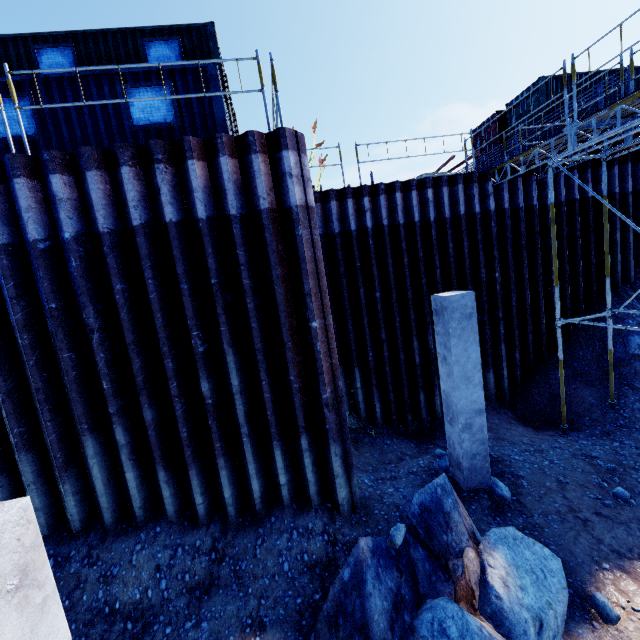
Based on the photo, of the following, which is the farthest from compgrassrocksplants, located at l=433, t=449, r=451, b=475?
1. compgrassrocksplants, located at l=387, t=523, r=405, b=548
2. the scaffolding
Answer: compgrassrocksplants, located at l=387, t=523, r=405, b=548

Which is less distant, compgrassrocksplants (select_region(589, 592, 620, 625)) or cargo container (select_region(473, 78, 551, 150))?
compgrassrocksplants (select_region(589, 592, 620, 625))

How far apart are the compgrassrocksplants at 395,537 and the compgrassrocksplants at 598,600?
2.8m

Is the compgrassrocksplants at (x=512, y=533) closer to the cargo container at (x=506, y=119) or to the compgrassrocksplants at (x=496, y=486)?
the compgrassrocksplants at (x=496, y=486)

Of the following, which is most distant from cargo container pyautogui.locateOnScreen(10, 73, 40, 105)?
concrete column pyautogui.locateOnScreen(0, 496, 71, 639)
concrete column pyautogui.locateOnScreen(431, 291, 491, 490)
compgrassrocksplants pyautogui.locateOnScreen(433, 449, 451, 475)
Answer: compgrassrocksplants pyautogui.locateOnScreen(433, 449, 451, 475)

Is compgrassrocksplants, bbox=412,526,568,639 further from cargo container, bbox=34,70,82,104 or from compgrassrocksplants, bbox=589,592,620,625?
cargo container, bbox=34,70,82,104

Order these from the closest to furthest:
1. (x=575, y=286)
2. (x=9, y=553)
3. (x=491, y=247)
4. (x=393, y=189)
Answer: (x=9, y=553) < (x=393, y=189) < (x=491, y=247) < (x=575, y=286)

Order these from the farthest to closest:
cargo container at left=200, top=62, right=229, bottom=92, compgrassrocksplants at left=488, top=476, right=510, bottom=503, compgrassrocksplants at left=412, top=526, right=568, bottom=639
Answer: cargo container at left=200, top=62, right=229, bottom=92 → compgrassrocksplants at left=488, top=476, right=510, bottom=503 → compgrassrocksplants at left=412, top=526, right=568, bottom=639
